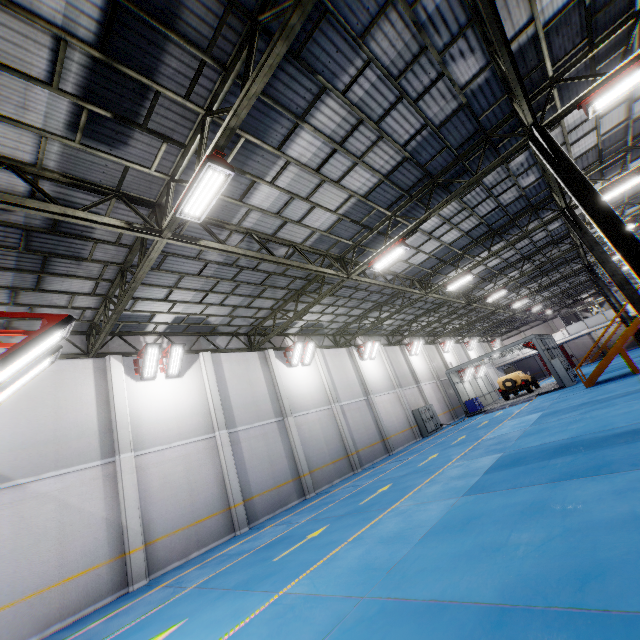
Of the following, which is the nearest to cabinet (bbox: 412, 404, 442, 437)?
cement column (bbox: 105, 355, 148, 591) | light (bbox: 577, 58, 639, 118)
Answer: cement column (bbox: 105, 355, 148, 591)

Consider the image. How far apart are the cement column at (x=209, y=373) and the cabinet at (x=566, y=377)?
24.34m

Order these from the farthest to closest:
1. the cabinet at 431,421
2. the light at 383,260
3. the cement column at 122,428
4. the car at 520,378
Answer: the car at 520,378 → the cabinet at 431,421 → the light at 383,260 → the cement column at 122,428

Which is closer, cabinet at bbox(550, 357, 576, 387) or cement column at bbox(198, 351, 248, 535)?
cement column at bbox(198, 351, 248, 535)

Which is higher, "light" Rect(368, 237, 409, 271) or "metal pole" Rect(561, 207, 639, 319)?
"light" Rect(368, 237, 409, 271)

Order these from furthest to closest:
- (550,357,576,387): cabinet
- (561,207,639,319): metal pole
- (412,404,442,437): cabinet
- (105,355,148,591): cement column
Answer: (412,404,442,437): cabinet, (550,357,576,387): cabinet, (561,207,639,319): metal pole, (105,355,148,591): cement column

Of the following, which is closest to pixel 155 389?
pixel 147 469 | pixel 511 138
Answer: pixel 147 469

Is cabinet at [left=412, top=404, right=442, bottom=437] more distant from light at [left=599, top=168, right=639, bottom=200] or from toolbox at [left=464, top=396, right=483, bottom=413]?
light at [left=599, top=168, right=639, bottom=200]
